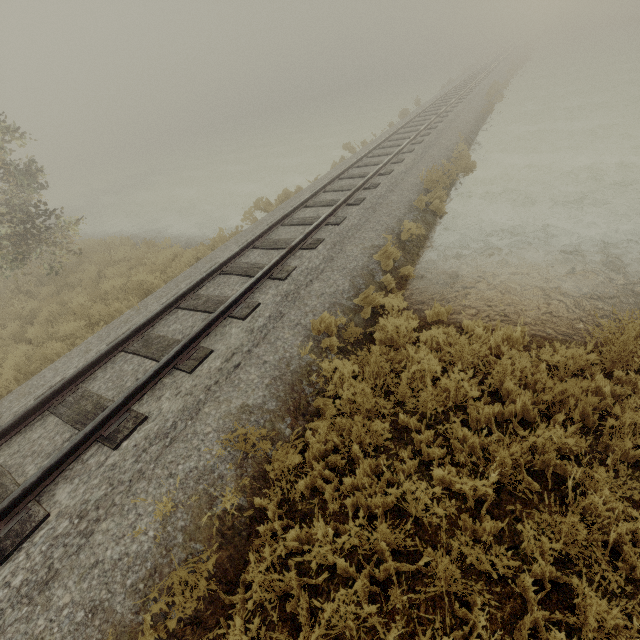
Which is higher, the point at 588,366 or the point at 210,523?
the point at 210,523
